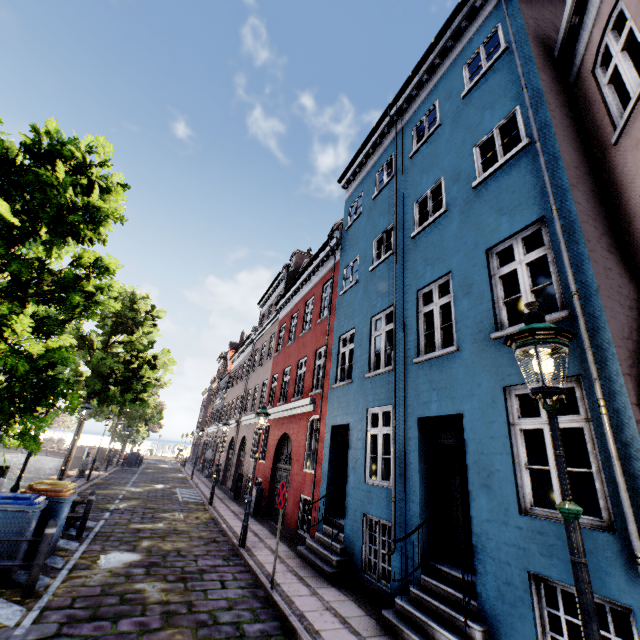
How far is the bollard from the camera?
5.4 meters

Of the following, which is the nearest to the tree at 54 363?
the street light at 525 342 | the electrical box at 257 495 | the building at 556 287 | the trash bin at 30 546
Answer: the trash bin at 30 546

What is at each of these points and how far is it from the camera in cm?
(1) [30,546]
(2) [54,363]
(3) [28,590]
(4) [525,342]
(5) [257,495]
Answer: (1) trash bin, 679
(2) tree, 607
(3) bollard, 538
(4) street light, 271
(5) electrical box, 1403

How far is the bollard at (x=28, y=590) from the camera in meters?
5.4 m

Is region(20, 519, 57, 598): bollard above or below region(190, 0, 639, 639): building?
below

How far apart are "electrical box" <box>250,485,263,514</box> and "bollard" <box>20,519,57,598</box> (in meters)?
9.20

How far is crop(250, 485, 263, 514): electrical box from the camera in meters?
13.8

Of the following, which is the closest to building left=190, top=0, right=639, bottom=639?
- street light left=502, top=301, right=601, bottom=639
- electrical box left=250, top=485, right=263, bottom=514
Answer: electrical box left=250, top=485, right=263, bottom=514
